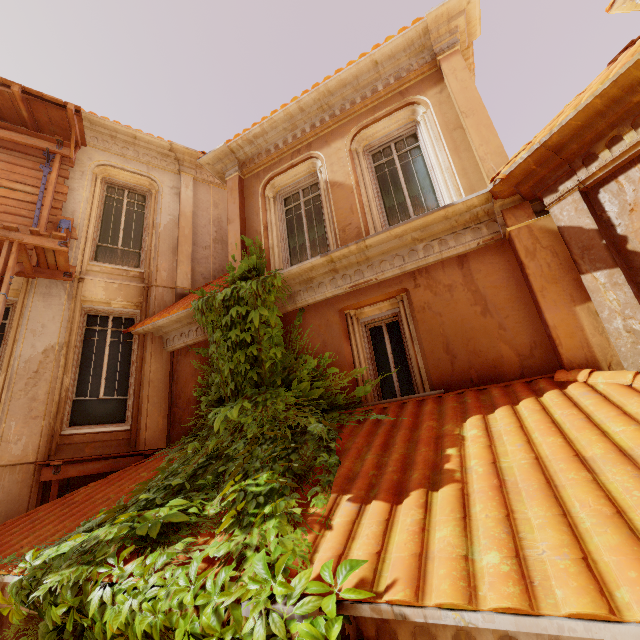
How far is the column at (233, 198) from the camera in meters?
7.0

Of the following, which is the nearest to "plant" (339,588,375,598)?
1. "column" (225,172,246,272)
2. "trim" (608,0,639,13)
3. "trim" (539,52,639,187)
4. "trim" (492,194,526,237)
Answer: "column" (225,172,246,272)

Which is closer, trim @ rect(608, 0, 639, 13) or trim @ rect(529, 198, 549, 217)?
trim @ rect(529, 198, 549, 217)

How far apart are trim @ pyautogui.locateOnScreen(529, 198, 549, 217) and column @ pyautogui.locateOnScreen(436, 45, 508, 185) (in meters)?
0.28

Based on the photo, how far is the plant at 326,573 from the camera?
1.8m

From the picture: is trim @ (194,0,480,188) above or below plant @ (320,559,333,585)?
above

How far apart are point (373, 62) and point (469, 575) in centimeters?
793cm

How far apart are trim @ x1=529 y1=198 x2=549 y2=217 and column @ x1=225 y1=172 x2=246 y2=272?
4.7 meters
